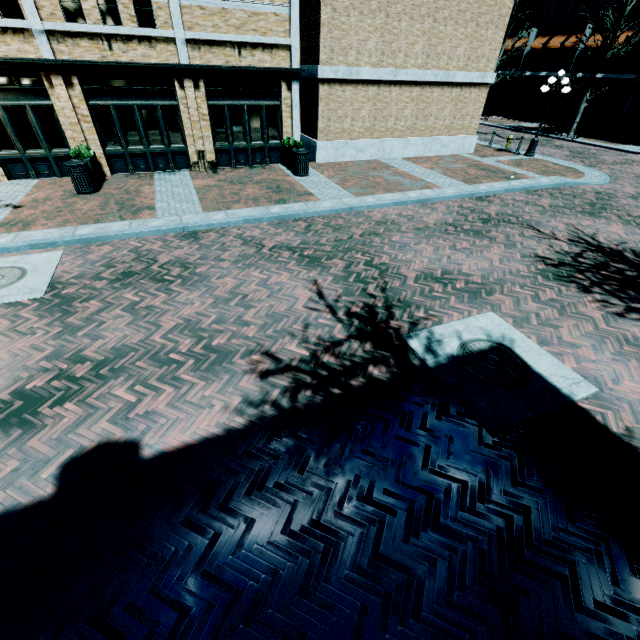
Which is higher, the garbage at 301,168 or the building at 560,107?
the building at 560,107

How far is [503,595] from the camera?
2.80m

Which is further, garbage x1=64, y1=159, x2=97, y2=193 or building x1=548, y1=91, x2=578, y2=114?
building x1=548, y1=91, x2=578, y2=114

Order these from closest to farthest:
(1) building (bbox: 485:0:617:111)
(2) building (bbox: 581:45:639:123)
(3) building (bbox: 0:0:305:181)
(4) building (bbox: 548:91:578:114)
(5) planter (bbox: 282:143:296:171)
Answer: (3) building (bbox: 0:0:305:181), (5) planter (bbox: 282:143:296:171), (2) building (bbox: 581:45:639:123), (1) building (bbox: 485:0:617:111), (4) building (bbox: 548:91:578:114)

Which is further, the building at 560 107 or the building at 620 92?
the building at 560 107

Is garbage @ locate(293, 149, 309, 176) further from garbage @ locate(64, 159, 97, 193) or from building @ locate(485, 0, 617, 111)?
building @ locate(485, 0, 617, 111)

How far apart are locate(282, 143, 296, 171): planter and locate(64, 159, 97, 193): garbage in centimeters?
692cm

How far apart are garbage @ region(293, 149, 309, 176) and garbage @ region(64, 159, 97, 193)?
6.8m
